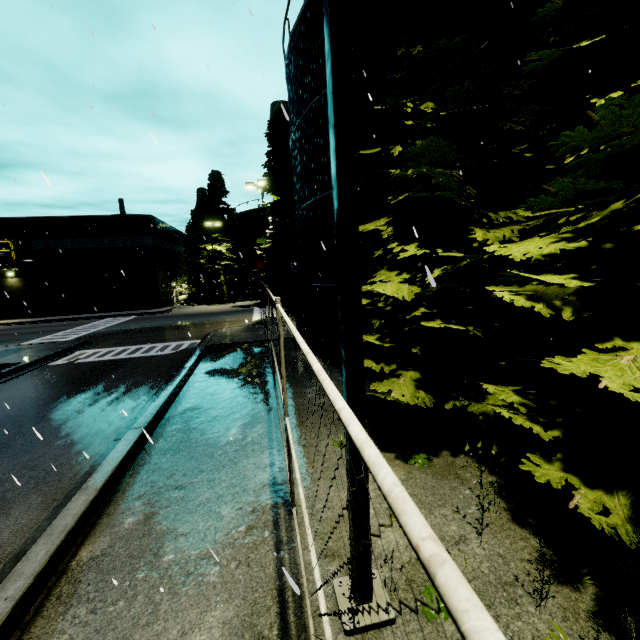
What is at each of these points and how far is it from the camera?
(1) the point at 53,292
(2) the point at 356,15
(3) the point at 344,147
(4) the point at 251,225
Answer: (1) building, 35.9m
(2) silo, 8.9m
(3) light, 2.6m
(4) silo, 43.5m

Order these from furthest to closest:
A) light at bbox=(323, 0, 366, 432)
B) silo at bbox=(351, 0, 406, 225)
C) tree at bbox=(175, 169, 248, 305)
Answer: tree at bbox=(175, 169, 248, 305) → silo at bbox=(351, 0, 406, 225) → light at bbox=(323, 0, 366, 432)

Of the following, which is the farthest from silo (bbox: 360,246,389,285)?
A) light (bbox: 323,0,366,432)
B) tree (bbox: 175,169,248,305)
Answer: tree (bbox: 175,169,248,305)

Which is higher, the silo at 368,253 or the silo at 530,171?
A: the silo at 530,171

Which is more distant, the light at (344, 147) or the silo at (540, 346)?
the silo at (540, 346)

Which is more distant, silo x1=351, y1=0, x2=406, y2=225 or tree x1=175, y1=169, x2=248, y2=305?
tree x1=175, y1=169, x2=248, y2=305

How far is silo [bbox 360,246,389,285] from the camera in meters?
9.4
